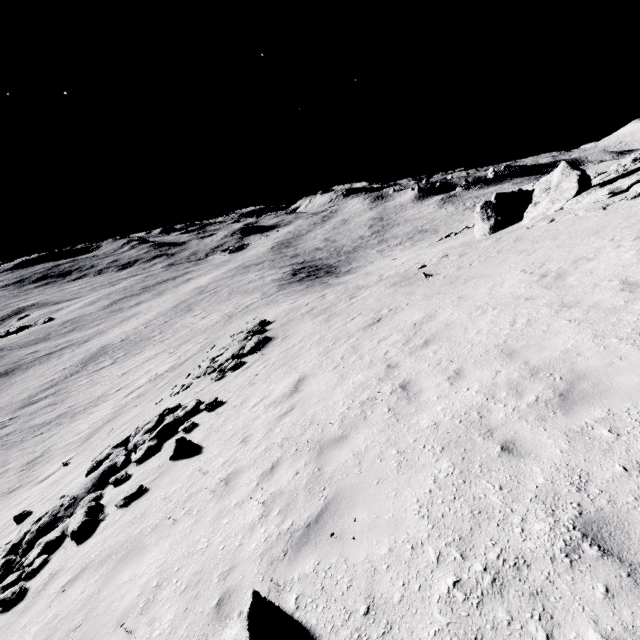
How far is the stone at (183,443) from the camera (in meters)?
9.02

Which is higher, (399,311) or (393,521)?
(393,521)

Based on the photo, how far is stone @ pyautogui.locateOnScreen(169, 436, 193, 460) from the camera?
9.0m

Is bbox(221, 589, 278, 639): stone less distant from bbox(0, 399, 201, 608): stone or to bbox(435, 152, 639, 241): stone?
bbox(0, 399, 201, 608): stone

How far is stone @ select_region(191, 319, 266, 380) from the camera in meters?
16.3

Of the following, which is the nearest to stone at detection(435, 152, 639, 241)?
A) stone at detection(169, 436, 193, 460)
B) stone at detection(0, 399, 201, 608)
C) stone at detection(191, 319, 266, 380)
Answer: stone at detection(191, 319, 266, 380)

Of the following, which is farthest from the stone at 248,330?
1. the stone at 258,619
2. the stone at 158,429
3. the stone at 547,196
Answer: the stone at 547,196
